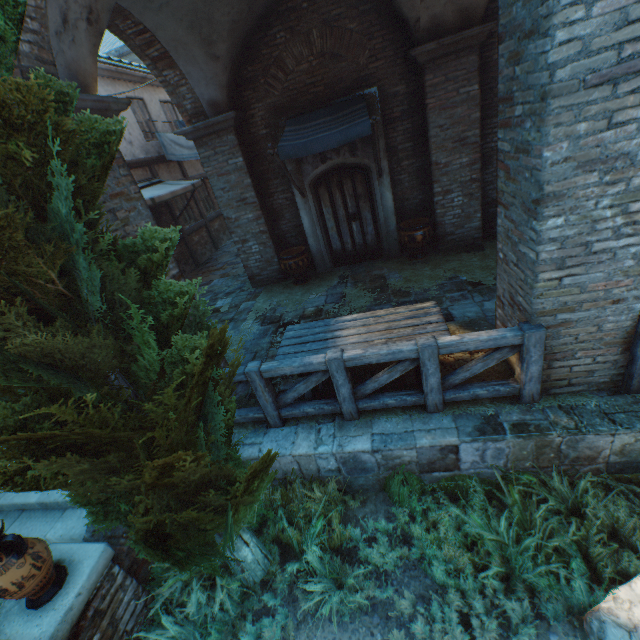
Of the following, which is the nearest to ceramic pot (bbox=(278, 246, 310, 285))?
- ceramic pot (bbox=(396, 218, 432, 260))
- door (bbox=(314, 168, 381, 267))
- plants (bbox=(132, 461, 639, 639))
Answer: door (bbox=(314, 168, 381, 267))

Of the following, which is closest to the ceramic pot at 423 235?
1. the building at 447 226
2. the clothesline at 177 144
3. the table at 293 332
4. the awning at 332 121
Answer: the awning at 332 121

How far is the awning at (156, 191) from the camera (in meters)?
8.68

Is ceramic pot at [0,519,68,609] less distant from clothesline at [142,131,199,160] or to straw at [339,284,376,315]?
straw at [339,284,376,315]

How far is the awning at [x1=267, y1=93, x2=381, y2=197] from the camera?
5.56m

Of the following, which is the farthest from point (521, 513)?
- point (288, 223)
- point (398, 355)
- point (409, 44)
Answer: point (409, 44)

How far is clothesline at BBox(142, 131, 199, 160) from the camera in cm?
1101

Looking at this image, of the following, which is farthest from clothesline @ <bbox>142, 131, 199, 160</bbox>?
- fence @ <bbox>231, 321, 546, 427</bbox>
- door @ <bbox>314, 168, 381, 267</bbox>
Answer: fence @ <bbox>231, 321, 546, 427</bbox>
